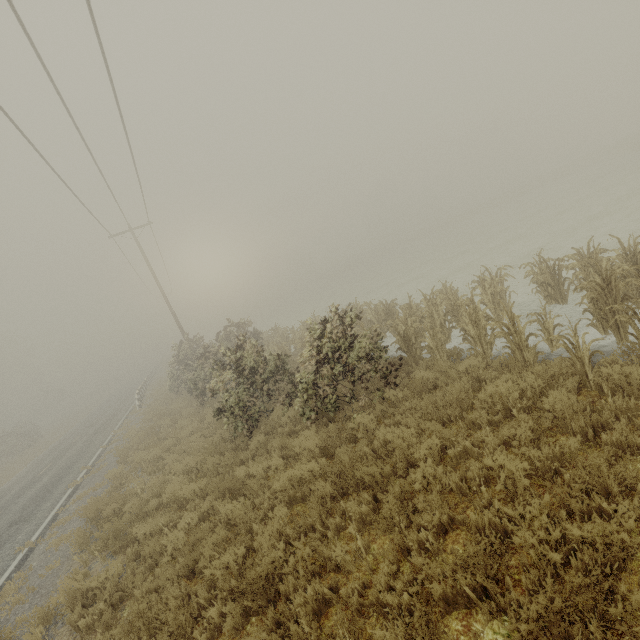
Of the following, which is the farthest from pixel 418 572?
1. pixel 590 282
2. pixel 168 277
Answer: pixel 168 277
